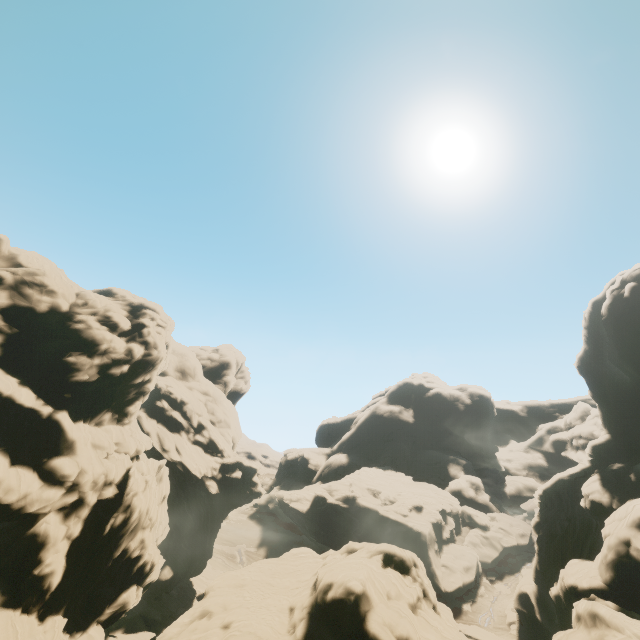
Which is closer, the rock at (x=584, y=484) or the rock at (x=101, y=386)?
the rock at (x=101, y=386)

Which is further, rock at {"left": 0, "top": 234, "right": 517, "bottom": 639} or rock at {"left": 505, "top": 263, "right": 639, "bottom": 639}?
rock at {"left": 505, "top": 263, "right": 639, "bottom": 639}

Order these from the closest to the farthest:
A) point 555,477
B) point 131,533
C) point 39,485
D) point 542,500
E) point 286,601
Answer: point 39,485, point 286,601, point 131,533, point 555,477, point 542,500
